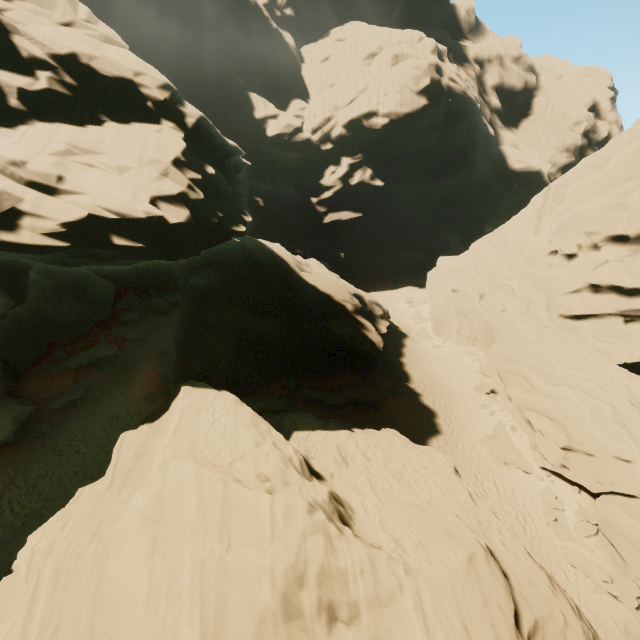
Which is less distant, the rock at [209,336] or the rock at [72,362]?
the rock at [209,336]

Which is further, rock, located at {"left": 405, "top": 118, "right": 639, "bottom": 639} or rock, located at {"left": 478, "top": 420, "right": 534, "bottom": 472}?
rock, located at {"left": 478, "top": 420, "right": 534, "bottom": 472}

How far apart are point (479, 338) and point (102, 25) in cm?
3537

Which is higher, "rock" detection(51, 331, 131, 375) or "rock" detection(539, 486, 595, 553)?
"rock" detection(51, 331, 131, 375)

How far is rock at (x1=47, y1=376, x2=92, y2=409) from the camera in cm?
2111

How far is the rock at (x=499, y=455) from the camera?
20.7m
